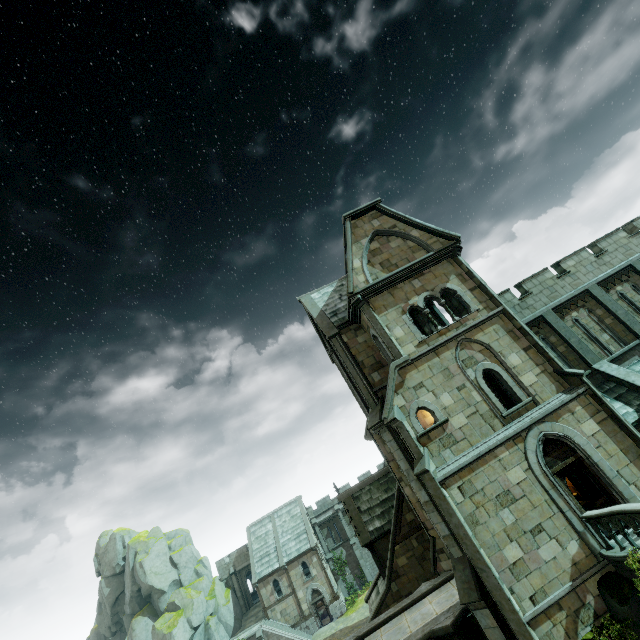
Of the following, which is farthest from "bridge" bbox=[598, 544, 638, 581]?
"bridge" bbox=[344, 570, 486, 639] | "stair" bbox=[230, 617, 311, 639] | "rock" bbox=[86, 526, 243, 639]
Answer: "rock" bbox=[86, 526, 243, 639]

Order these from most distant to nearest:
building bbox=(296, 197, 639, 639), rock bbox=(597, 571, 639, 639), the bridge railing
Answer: building bbox=(296, 197, 639, 639), rock bbox=(597, 571, 639, 639), the bridge railing

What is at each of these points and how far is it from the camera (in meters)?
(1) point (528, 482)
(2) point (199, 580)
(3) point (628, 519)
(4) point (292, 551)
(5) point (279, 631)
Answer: (1) building, 11.99
(2) rock, 41.97
(3) bridge railing, 9.23
(4) building, 40.84
(5) stair, 35.44

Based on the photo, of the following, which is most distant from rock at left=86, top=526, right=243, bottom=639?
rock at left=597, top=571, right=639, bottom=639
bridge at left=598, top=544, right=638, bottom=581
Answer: bridge at left=598, top=544, right=638, bottom=581

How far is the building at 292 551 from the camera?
37.81m

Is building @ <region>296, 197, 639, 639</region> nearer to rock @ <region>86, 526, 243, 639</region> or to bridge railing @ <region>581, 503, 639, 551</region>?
bridge railing @ <region>581, 503, 639, 551</region>

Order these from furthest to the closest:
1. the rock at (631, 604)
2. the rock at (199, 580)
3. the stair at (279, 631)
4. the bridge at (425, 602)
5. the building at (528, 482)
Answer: the rock at (199, 580) → the stair at (279, 631) → the bridge at (425, 602) → the building at (528, 482) → the rock at (631, 604)

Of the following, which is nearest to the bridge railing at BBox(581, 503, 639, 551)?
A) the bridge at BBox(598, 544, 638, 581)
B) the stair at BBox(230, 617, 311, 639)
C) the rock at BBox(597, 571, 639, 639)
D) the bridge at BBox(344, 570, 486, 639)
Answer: the bridge at BBox(598, 544, 638, 581)
